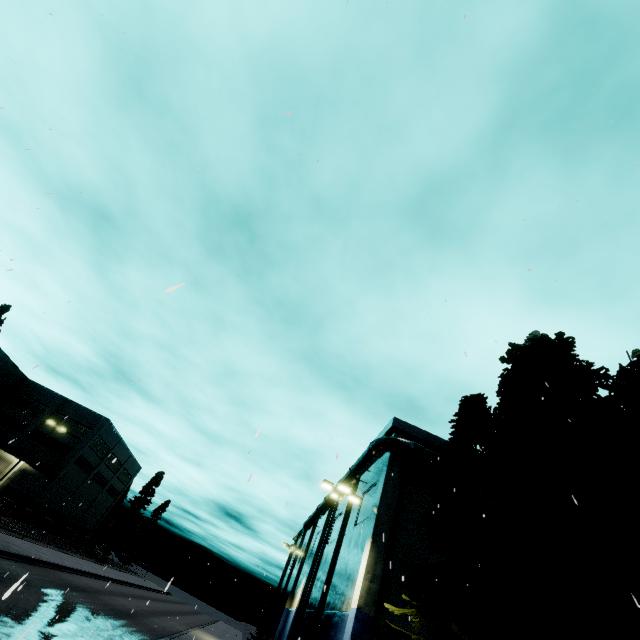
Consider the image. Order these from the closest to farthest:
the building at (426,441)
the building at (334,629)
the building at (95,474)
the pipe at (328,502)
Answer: the building at (334,629) → the building at (426,441) → the pipe at (328,502) → the building at (95,474)

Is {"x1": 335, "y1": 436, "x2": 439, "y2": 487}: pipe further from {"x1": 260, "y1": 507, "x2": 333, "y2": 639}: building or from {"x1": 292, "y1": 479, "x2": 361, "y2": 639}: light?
{"x1": 292, "y1": 479, "x2": 361, "y2": 639}: light

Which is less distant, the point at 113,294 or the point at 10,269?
the point at 10,269

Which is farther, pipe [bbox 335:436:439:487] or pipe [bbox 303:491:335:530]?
pipe [bbox 303:491:335:530]

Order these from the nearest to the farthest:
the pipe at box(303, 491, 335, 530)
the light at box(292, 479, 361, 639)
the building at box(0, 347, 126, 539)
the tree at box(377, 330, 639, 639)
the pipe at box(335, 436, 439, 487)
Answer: the tree at box(377, 330, 639, 639), the light at box(292, 479, 361, 639), the pipe at box(335, 436, 439, 487), the pipe at box(303, 491, 335, 530), the building at box(0, 347, 126, 539)

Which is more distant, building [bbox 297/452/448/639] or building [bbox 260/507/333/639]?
building [bbox 260/507/333/639]

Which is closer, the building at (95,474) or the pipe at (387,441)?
the pipe at (387,441)

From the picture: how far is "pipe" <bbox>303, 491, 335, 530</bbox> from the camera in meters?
32.8 m
